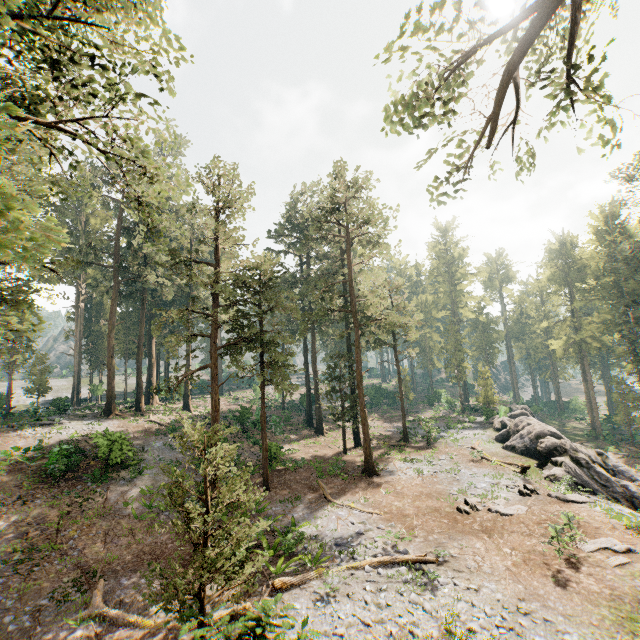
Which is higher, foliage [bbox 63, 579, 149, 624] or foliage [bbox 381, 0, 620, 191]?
foliage [bbox 381, 0, 620, 191]

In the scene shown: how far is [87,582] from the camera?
13.16m

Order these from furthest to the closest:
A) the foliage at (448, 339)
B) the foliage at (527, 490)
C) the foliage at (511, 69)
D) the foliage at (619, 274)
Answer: the foliage at (448, 339) < the foliage at (619, 274) < the foliage at (527, 490) < the foliage at (511, 69)

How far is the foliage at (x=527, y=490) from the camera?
19.23m

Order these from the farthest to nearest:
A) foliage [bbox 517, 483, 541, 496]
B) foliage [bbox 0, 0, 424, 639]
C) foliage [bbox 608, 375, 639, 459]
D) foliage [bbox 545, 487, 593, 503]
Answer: foliage [bbox 608, 375, 639, 459] < foliage [bbox 517, 483, 541, 496] < foliage [bbox 545, 487, 593, 503] < foliage [bbox 0, 0, 424, 639]

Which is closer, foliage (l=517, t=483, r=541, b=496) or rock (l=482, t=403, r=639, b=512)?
foliage (l=517, t=483, r=541, b=496)

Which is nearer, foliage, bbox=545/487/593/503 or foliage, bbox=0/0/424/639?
foliage, bbox=0/0/424/639
